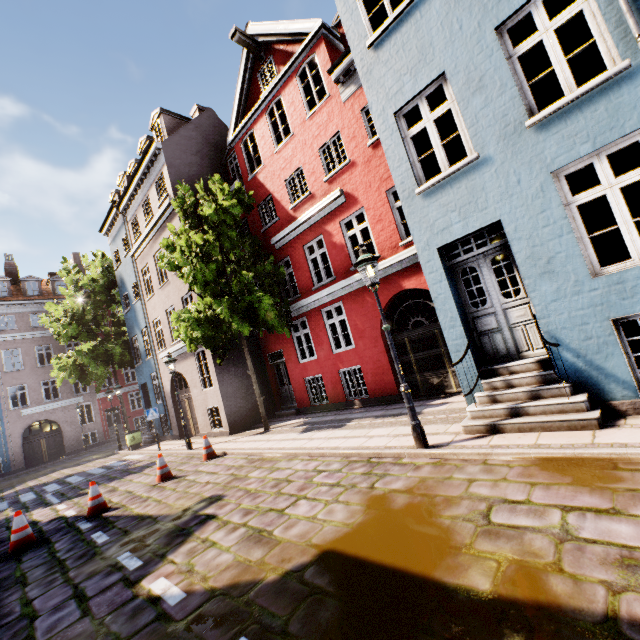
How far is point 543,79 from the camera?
10.1 meters

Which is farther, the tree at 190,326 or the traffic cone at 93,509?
the tree at 190,326

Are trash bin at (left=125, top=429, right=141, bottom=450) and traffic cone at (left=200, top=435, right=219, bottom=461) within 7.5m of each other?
no

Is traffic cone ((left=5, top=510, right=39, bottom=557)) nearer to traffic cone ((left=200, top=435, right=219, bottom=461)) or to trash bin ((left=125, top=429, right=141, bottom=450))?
traffic cone ((left=200, top=435, right=219, bottom=461))

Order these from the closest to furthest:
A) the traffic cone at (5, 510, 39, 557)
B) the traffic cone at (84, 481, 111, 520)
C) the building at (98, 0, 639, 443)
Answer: the building at (98, 0, 639, 443), the traffic cone at (5, 510, 39, 557), the traffic cone at (84, 481, 111, 520)

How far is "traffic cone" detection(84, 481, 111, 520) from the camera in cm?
759

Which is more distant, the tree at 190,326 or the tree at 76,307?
the tree at 76,307

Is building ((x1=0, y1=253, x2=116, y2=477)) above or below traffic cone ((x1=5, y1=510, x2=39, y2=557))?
above
